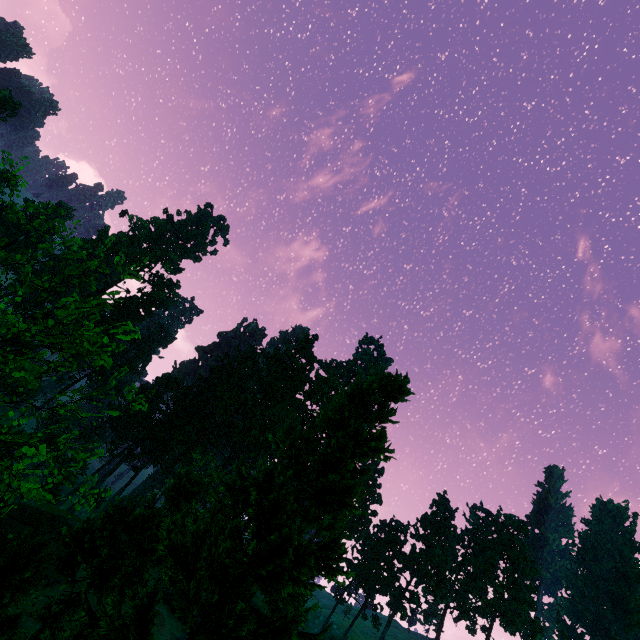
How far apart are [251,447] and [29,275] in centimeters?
3941cm

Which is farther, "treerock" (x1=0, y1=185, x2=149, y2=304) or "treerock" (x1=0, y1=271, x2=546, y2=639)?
"treerock" (x1=0, y1=271, x2=546, y2=639)

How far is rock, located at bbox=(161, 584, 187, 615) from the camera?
46.3m

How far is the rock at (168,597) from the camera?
46.3 meters

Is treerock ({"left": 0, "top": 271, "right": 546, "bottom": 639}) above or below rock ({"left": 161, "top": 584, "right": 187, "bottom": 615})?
above

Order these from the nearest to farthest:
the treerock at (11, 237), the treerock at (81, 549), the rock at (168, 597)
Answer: the treerock at (11, 237) < the treerock at (81, 549) < the rock at (168, 597)

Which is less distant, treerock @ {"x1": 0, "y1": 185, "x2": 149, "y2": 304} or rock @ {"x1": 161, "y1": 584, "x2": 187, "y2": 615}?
treerock @ {"x1": 0, "y1": 185, "x2": 149, "y2": 304}
